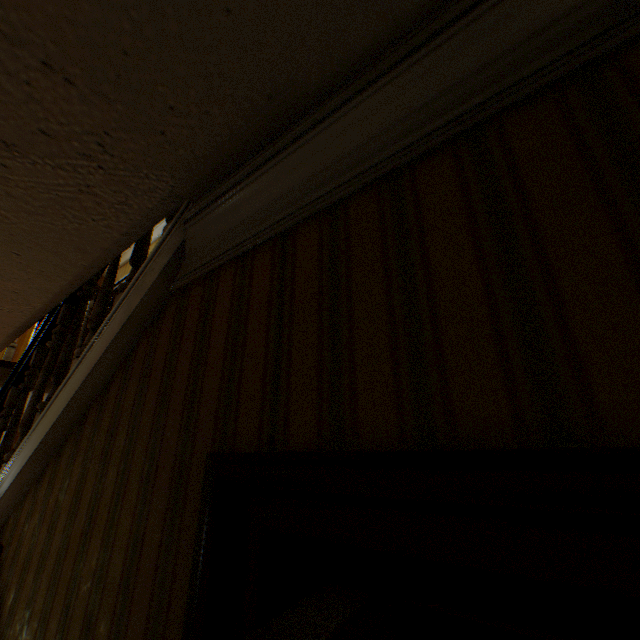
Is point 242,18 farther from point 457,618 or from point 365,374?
point 457,618
